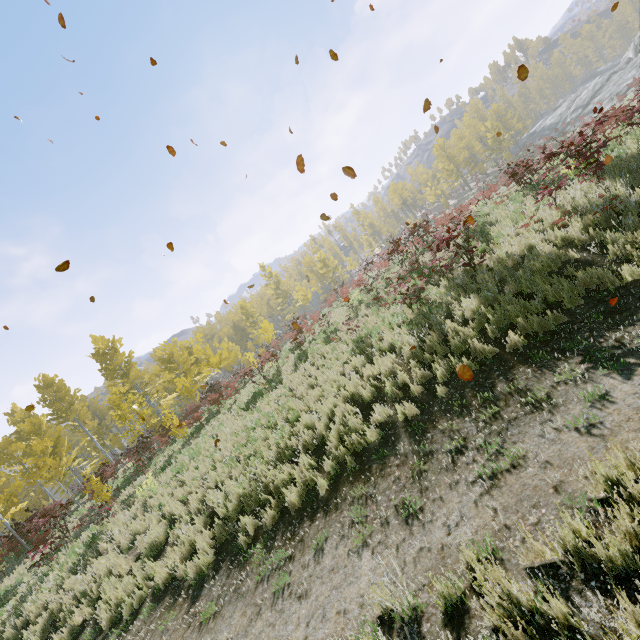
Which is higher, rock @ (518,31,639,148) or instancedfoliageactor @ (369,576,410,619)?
rock @ (518,31,639,148)

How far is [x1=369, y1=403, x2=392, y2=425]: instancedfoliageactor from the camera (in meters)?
6.79

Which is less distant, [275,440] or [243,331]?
[275,440]

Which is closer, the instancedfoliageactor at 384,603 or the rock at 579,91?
the instancedfoliageactor at 384,603

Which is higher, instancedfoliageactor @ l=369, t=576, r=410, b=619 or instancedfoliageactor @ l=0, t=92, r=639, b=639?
instancedfoliageactor @ l=0, t=92, r=639, b=639

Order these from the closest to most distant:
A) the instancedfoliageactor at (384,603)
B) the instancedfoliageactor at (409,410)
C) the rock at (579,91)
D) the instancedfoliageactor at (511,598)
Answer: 1. the instancedfoliageactor at (511,598)
2. the instancedfoliageactor at (384,603)
3. the instancedfoliageactor at (409,410)
4. the rock at (579,91)
